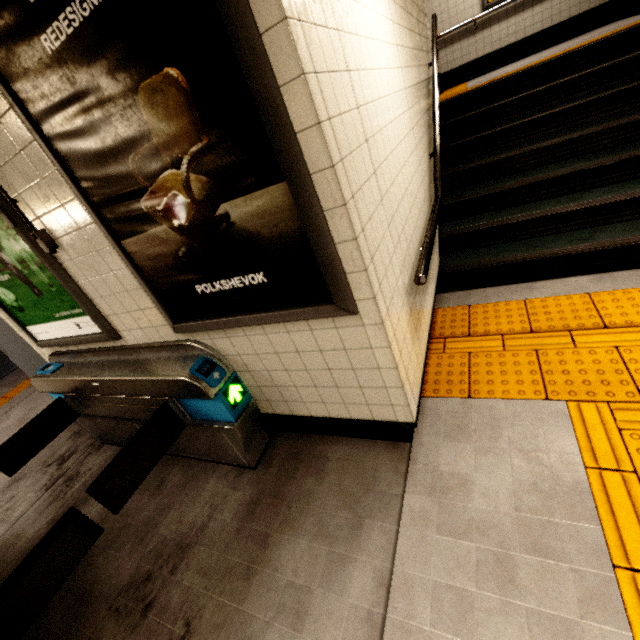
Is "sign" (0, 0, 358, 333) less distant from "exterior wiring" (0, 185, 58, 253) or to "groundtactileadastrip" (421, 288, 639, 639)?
"exterior wiring" (0, 185, 58, 253)

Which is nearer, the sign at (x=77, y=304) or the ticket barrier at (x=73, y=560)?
the ticket barrier at (x=73, y=560)

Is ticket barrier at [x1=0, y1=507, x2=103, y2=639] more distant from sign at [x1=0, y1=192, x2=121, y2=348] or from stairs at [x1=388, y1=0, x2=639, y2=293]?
stairs at [x1=388, y1=0, x2=639, y2=293]

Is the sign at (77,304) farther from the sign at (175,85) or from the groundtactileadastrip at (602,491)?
the groundtactileadastrip at (602,491)

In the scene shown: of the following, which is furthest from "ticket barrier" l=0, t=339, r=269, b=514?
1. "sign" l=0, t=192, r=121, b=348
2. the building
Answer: the building

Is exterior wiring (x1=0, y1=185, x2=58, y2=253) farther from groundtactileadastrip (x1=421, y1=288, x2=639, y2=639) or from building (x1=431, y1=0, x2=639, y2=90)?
building (x1=431, y1=0, x2=639, y2=90)

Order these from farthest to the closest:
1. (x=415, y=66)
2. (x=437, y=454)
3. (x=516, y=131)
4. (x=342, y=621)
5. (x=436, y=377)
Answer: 1. (x=516, y=131)
2. (x=415, y=66)
3. (x=436, y=377)
4. (x=437, y=454)
5. (x=342, y=621)

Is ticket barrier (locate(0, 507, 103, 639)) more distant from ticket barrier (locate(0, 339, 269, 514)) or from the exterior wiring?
the exterior wiring
